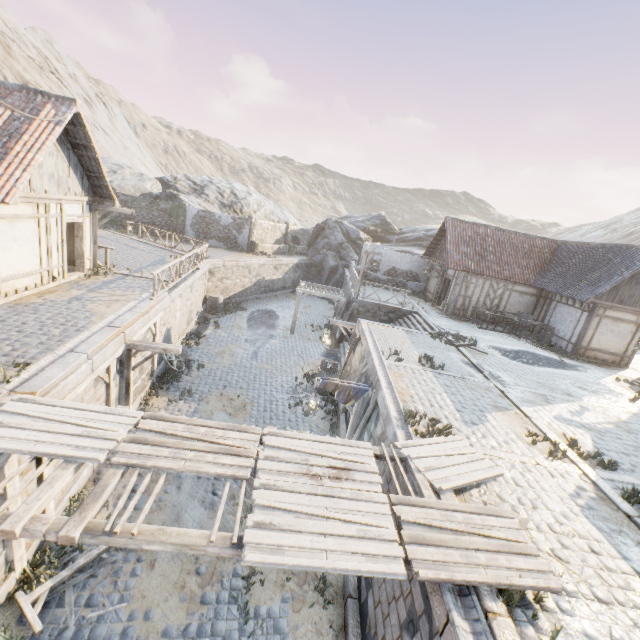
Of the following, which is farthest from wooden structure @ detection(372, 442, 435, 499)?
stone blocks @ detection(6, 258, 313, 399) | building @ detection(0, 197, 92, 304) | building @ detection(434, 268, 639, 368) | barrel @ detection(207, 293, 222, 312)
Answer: building @ detection(434, 268, 639, 368)

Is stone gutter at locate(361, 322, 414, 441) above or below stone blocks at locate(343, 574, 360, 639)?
above

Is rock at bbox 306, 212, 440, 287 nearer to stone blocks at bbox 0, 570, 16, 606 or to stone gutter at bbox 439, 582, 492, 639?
stone blocks at bbox 0, 570, 16, 606

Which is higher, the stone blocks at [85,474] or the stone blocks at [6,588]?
the stone blocks at [85,474]

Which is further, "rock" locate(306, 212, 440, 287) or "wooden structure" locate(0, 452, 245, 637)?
"rock" locate(306, 212, 440, 287)

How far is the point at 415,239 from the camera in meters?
38.7

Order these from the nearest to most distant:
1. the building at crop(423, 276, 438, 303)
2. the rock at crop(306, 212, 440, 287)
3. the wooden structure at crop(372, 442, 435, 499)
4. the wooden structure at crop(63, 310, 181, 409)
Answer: the wooden structure at crop(372, 442, 435, 499), the wooden structure at crop(63, 310, 181, 409), the building at crop(423, 276, 438, 303), the rock at crop(306, 212, 440, 287)

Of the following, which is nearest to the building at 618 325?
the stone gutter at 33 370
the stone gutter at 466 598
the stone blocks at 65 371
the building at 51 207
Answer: the stone blocks at 65 371
